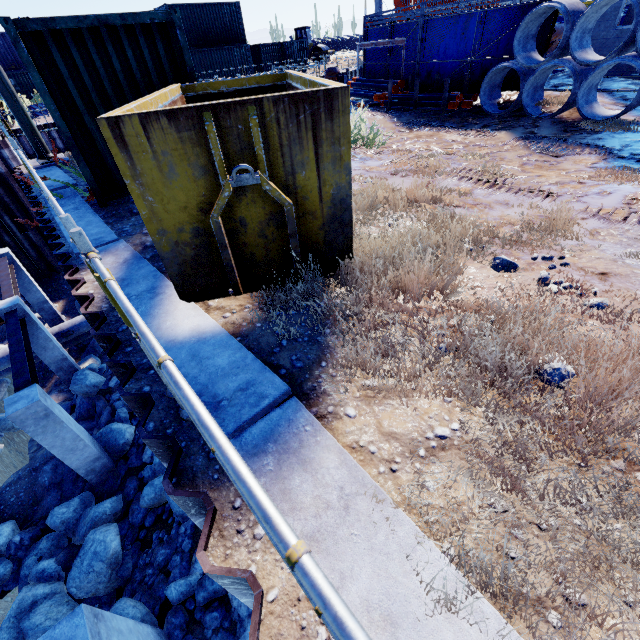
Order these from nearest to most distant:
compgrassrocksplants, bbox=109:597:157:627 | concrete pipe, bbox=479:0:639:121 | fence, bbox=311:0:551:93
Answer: compgrassrocksplants, bbox=109:597:157:627 → concrete pipe, bbox=479:0:639:121 → fence, bbox=311:0:551:93

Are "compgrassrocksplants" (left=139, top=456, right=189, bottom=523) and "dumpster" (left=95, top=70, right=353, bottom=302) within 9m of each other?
yes

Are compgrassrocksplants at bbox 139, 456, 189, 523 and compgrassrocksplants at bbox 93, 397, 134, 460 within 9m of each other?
yes

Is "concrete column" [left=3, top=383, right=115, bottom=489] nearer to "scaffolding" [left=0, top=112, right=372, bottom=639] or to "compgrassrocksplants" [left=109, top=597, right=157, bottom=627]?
"compgrassrocksplants" [left=109, top=597, right=157, bottom=627]

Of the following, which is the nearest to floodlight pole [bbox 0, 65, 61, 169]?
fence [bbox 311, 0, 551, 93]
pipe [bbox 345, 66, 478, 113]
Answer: pipe [bbox 345, 66, 478, 113]

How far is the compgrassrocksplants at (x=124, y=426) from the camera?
8.84m

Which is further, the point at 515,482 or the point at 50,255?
the point at 50,255

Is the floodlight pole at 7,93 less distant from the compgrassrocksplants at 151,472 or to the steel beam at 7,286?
the steel beam at 7,286
